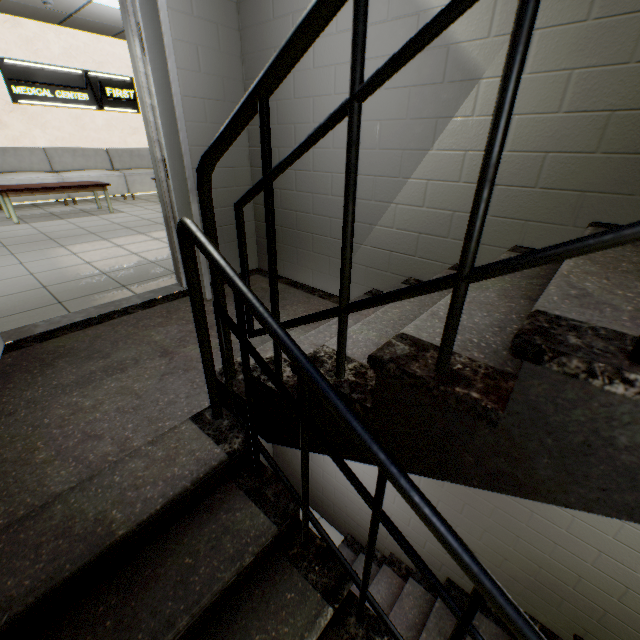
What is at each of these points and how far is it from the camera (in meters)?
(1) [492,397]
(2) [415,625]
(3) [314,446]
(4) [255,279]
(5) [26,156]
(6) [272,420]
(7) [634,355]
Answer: (1) stairs, 0.70
(2) stairs, 3.04
(3) stairs, 1.19
(4) stairs, 3.22
(5) sofa, 6.64
(6) stairs, 1.34
(7) railing, 0.52

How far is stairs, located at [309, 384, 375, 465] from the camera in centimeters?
102cm

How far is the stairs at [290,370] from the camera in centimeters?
111cm

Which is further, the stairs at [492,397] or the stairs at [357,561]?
the stairs at [357,561]

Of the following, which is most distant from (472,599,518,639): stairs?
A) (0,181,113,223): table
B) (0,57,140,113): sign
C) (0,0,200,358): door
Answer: (0,57,140,113): sign
